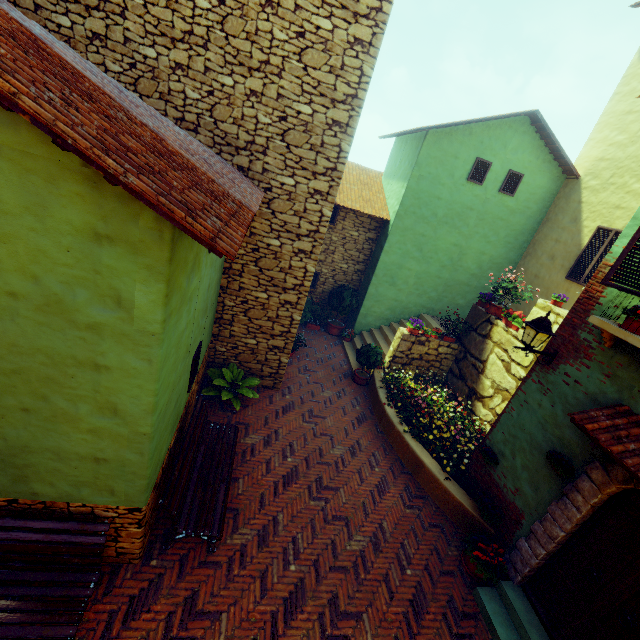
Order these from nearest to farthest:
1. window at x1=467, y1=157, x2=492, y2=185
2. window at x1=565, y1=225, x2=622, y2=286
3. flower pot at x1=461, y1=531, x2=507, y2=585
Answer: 1. flower pot at x1=461, y1=531, x2=507, y2=585
2. window at x1=565, y1=225, x2=622, y2=286
3. window at x1=467, y1=157, x2=492, y2=185

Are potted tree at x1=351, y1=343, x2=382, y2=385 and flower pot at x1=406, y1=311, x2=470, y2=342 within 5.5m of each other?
yes

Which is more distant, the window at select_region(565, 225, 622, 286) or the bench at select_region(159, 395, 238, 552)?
the window at select_region(565, 225, 622, 286)

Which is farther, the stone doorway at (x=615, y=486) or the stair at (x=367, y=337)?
the stair at (x=367, y=337)

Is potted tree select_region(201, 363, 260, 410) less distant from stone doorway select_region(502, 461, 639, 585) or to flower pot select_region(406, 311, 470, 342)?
flower pot select_region(406, 311, 470, 342)

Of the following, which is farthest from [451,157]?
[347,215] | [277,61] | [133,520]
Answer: [133,520]

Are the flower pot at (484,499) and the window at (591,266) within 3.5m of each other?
no

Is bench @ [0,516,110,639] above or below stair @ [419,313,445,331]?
below
